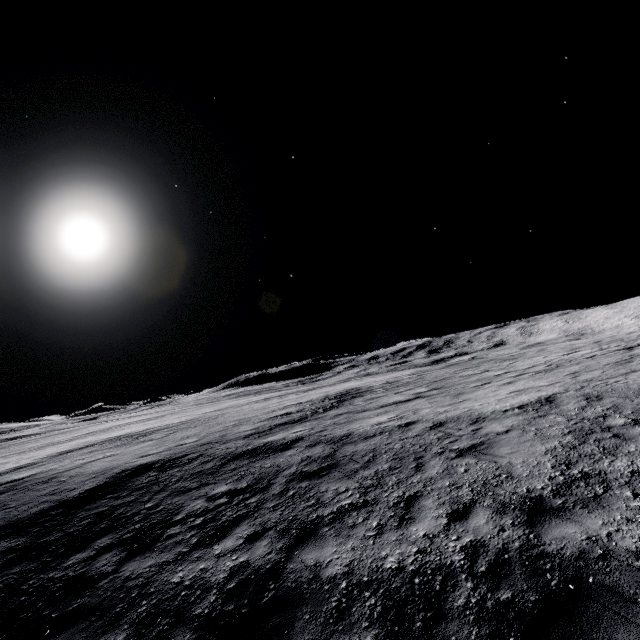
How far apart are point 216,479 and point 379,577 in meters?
6.8
